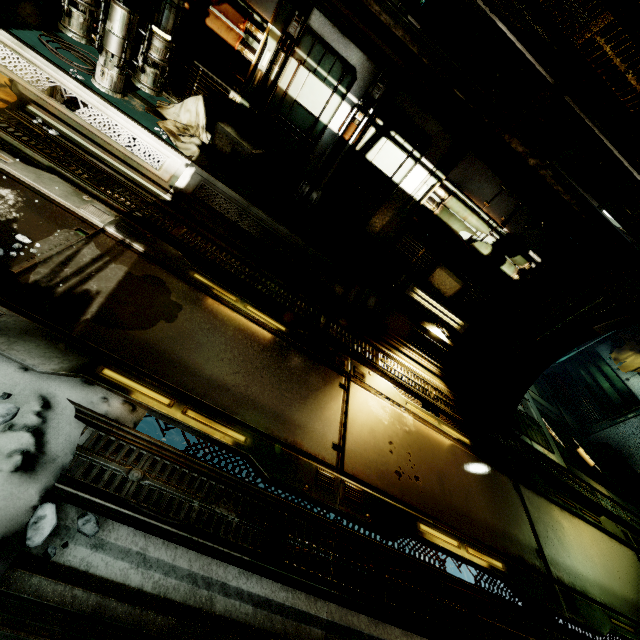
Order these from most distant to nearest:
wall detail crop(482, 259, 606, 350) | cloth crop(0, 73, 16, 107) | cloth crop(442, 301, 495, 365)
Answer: cloth crop(442, 301, 495, 365), wall detail crop(482, 259, 606, 350), cloth crop(0, 73, 16, 107)

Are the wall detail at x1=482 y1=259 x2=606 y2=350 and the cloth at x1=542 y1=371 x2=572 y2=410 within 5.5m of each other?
no

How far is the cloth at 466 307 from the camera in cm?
689

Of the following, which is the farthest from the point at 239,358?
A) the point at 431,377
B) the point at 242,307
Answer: the point at 431,377

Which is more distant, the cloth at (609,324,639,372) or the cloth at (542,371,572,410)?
the cloth at (542,371,572,410)

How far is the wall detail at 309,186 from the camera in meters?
5.5

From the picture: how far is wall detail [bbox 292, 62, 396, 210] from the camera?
5.50m

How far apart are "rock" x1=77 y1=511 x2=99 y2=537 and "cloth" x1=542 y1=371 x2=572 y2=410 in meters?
14.3
